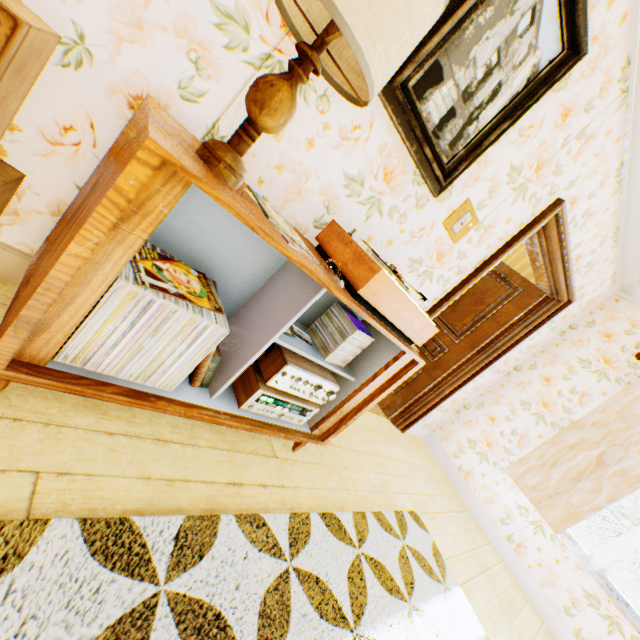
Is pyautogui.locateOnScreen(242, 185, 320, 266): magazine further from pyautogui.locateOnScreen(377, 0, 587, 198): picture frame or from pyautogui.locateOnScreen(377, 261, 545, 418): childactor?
pyautogui.locateOnScreen(377, 261, 545, 418): childactor

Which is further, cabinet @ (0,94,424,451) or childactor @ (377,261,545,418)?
childactor @ (377,261,545,418)

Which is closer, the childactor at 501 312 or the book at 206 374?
the book at 206 374

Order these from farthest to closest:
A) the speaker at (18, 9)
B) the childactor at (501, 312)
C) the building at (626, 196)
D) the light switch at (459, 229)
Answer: the childactor at (501, 312) → the light switch at (459, 229) → the building at (626, 196) → the speaker at (18, 9)

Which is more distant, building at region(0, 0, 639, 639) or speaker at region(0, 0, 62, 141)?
building at region(0, 0, 639, 639)

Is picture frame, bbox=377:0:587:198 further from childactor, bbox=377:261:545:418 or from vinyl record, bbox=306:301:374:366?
childactor, bbox=377:261:545:418

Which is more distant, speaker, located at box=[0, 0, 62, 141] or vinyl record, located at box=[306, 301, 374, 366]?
vinyl record, located at box=[306, 301, 374, 366]

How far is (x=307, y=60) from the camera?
0.93m
